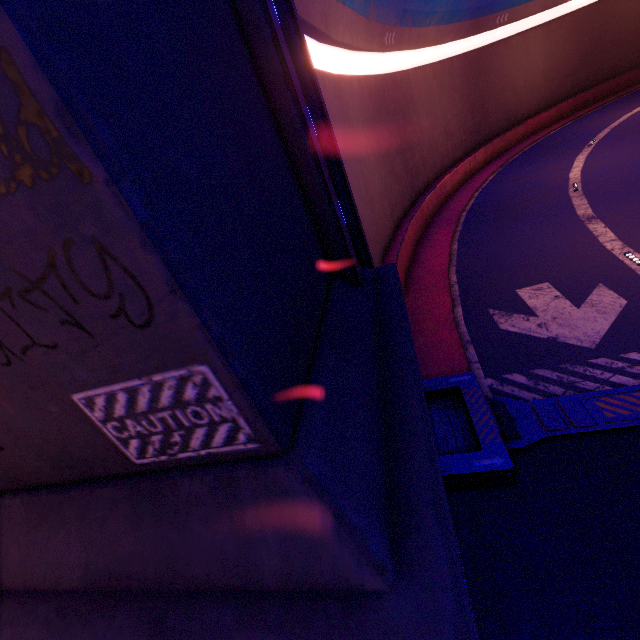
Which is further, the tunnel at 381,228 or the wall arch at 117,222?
the tunnel at 381,228

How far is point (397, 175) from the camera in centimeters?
1606cm

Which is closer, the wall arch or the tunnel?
the wall arch
